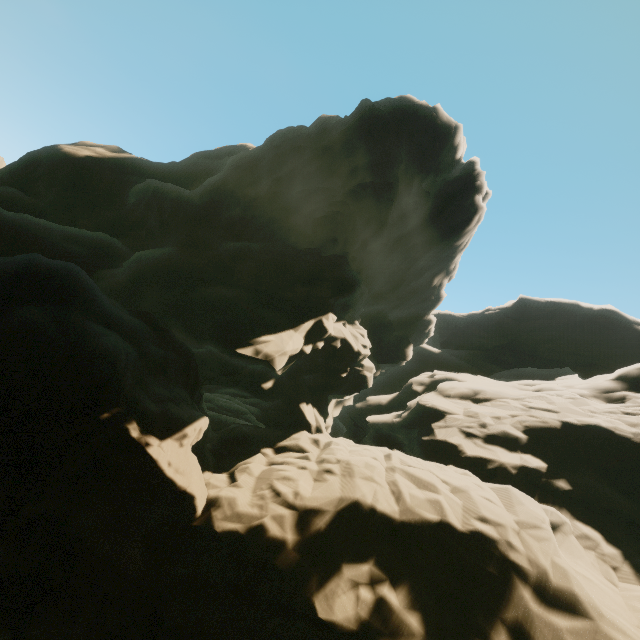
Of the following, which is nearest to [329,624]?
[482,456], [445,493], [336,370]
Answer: [445,493]
